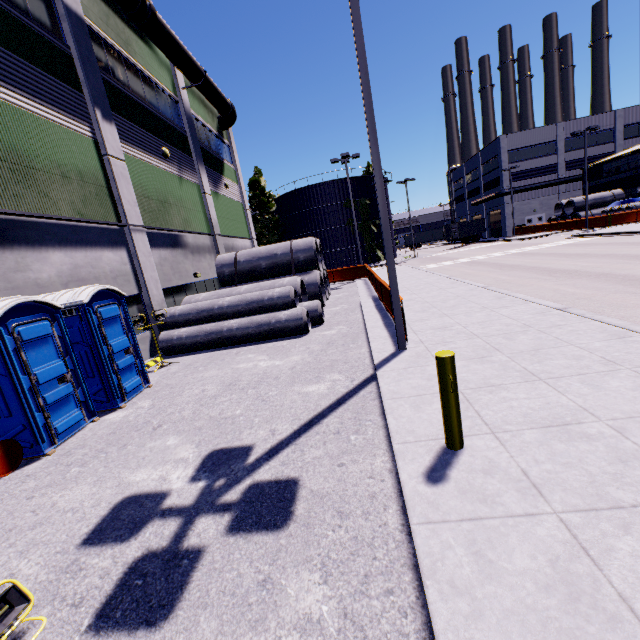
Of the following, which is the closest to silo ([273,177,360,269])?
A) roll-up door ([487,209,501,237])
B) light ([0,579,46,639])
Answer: roll-up door ([487,209,501,237])

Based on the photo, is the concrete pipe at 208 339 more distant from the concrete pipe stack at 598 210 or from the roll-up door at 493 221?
the roll-up door at 493 221

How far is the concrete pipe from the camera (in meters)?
11.64

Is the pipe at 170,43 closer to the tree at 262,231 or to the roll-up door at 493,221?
the tree at 262,231

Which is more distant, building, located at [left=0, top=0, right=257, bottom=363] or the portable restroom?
building, located at [left=0, top=0, right=257, bottom=363]

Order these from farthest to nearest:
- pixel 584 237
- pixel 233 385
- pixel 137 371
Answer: pixel 584 237, pixel 137 371, pixel 233 385

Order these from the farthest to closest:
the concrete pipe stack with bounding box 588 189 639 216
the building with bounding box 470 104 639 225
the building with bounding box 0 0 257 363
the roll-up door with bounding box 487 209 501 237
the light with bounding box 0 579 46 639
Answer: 1. the roll-up door with bounding box 487 209 501 237
2. the building with bounding box 470 104 639 225
3. the concrete pipe stack with bounding box 588 189 639 216
4. the building with bounding box 0 0 257 363
5. the light with bounding box 0 579 46 639

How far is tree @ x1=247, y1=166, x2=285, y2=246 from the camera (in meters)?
45.59
